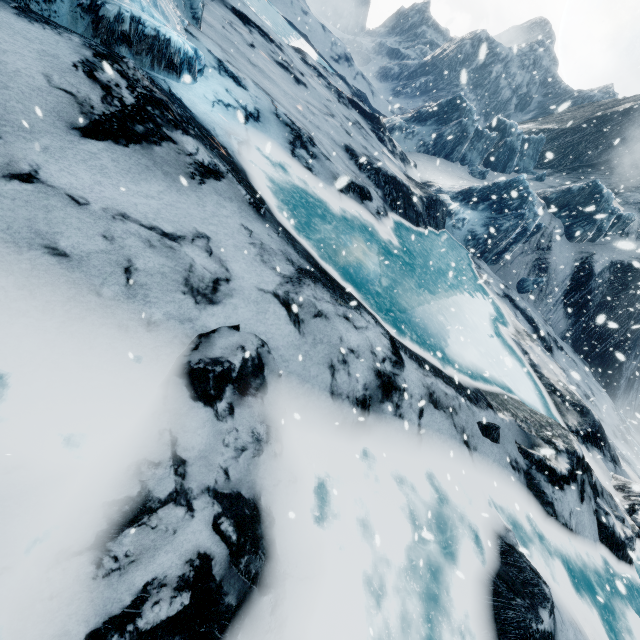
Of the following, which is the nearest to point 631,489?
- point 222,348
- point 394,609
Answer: point 394,609
